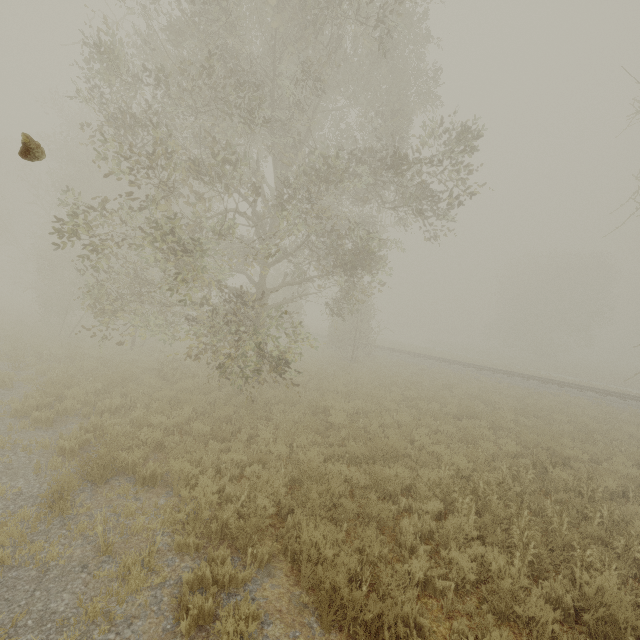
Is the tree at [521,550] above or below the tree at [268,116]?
below

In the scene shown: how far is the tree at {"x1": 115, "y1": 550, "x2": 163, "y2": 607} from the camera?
3.8m

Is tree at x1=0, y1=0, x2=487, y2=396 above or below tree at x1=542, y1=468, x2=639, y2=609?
above

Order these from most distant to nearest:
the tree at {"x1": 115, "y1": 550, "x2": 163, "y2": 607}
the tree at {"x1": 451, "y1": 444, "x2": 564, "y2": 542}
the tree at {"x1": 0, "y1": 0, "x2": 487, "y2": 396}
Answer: the tree at {"x1": 0, "y1": 0, "x2": 487, "y2": 396} < the tree at {"x1": 451, "y1": 444, "x2": 564, "y2": 542} < the tree at {"x1": 115, "y1": 550, "x2": 163, "y2": 607}

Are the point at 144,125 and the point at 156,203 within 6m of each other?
yes

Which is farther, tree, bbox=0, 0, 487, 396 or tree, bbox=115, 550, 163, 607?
tree, bbox=0, 0, 487, 396
